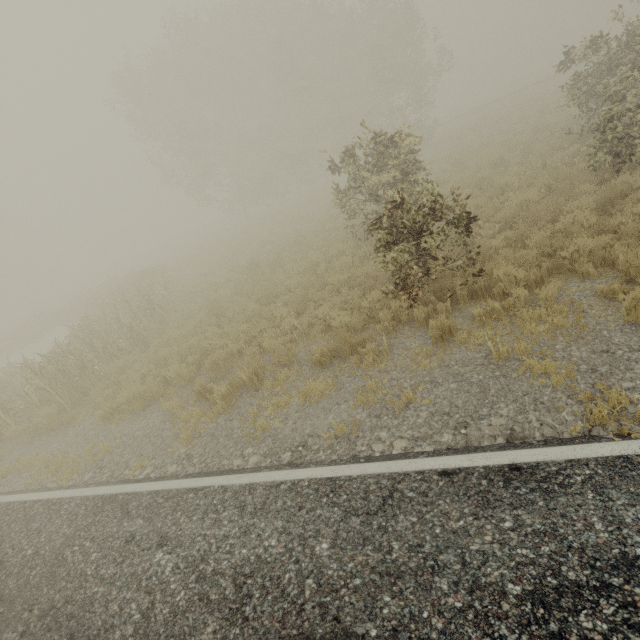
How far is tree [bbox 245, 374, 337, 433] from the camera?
5.6 meters

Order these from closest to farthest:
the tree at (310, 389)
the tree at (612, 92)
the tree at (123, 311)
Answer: the tree at (310, 389) < the tree at (612, 92) < the tree at (123, 311)

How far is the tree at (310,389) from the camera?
5.62m

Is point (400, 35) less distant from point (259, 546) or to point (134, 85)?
point (134, 85)

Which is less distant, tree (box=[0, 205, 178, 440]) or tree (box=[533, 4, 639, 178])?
tree (box=[533, 4, 639, 178])

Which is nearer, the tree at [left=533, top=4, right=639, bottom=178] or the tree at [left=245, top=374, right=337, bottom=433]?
the tree at [left=245, top=374, right=337, bottom=433]

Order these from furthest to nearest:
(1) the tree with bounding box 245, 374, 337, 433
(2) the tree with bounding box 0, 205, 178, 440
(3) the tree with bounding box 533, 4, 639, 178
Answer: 1. (2) the tree with bounding box 0, 205, 178, 440
2. (3) the tree with bounding box 533, 4, 639, 178
3. (1) the tree with bounding box 245, 374, 337, 433
